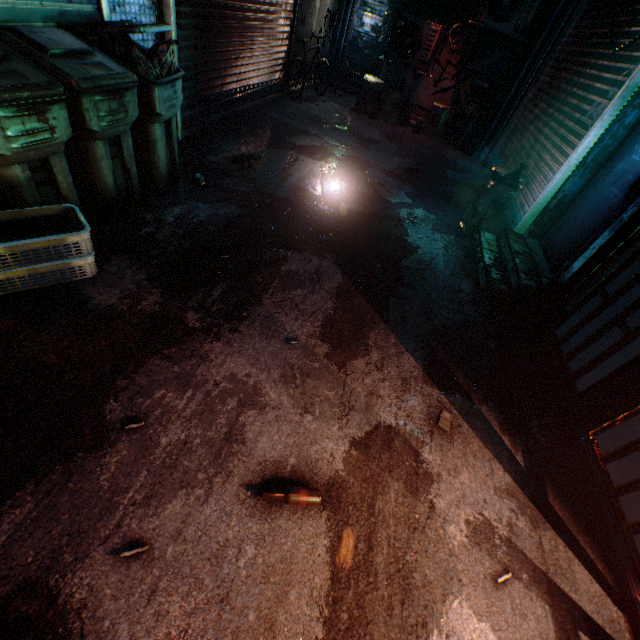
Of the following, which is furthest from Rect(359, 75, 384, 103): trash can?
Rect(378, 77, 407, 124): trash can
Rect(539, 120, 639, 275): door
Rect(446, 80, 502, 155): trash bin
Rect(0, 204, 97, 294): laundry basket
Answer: Rect(0, 204, 97, 294): laundry basket

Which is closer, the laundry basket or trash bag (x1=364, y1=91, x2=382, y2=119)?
the laundry basket

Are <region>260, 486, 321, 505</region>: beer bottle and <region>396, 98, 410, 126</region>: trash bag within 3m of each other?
no

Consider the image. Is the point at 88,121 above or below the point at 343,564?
above

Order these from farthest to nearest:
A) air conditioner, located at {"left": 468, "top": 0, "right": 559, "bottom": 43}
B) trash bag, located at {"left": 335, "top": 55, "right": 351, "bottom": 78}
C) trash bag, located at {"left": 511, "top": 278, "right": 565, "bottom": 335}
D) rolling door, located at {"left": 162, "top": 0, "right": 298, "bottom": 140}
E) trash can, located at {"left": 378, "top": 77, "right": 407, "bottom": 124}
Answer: trash bag, located at {"left": 335, "top": 55, "right": 351, "bottom": 78}
trash can, located at {"left": 378, "top": 77, "right": 407, "bottom": 124}
air conditioner, located at {"left": 468, "top": 0, "right": 559, "bottom": 43}
rolling door, located at {"left": 162, "top": 0, "right": 298, "bottom": 140}
trash bag, located at {"left": 511, "top": 278, "right": 565, "bottom": 335}

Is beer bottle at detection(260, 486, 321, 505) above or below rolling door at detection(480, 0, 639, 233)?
below

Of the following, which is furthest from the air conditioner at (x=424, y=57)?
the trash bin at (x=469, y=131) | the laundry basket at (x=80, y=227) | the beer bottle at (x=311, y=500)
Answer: the beer bottle at (x=311, y=500)

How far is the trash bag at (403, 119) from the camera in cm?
715
